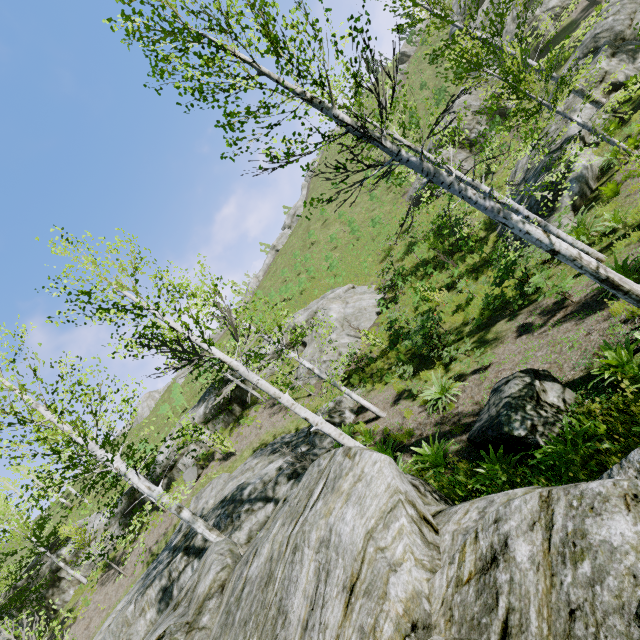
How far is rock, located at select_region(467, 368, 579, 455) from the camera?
4.7 meters

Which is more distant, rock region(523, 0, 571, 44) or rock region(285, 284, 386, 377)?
rock region(523, 0, 571, 44)

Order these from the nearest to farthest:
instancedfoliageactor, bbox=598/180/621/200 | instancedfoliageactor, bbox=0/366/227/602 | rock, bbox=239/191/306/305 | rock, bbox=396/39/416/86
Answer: instancedfoliageactor, bbox=0/366/227/602
instancedfoliageactor, bbox=598/180/621/200
rock, bbox=396/39/416/86
rock, bbox=239/191/306/305

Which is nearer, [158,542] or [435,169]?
[435,169]

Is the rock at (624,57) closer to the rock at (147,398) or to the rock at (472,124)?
the rock at (472,124)

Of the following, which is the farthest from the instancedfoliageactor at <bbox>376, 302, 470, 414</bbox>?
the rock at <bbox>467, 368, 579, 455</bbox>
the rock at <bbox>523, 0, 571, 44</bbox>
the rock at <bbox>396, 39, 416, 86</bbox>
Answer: the rock at <bbox>396, 39, 416, 86</bbox>

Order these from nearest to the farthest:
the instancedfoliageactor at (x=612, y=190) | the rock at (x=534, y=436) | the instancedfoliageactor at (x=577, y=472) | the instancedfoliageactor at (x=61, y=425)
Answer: the instancedfoliageactor at (x=577, y=472) → the rock at (x=534, y=436) → the instancedfoliageactor at (x=61, y=425) → the instancedfoliageactor at (x=612, y=190)

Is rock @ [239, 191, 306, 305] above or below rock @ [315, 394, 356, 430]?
above
